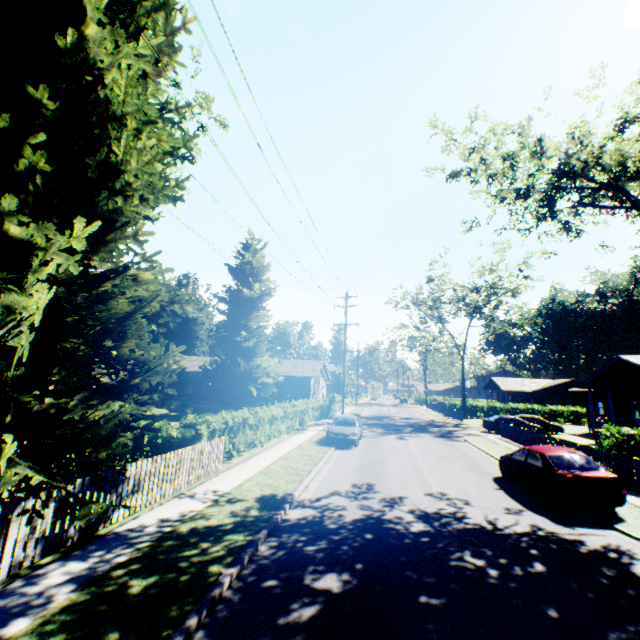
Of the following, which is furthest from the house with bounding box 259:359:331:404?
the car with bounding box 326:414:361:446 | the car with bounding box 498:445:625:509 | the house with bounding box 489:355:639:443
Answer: the house with bounding box 489:355:639:443

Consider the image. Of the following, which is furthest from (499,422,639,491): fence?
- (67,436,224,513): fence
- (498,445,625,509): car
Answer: (67,436,224,513): fence

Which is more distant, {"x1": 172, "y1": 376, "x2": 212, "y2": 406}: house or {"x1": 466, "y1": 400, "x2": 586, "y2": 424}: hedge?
{"x1": 466, "y1": 400, "x2": 586, "y2": 424}: hedge

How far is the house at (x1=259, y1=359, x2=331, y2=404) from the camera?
36.2m

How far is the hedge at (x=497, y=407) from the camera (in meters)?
44.94

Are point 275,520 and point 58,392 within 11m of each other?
yes

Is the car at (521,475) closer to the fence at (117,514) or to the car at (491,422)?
the fence at (117,514)

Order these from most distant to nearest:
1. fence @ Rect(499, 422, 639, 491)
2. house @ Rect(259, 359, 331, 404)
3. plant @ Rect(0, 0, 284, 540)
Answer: house @ Rect(259, 359, 331, 404) → fence @ Rect(499, 422, 639, 491) → plant @ Rect(0, 0, 284, 540)
